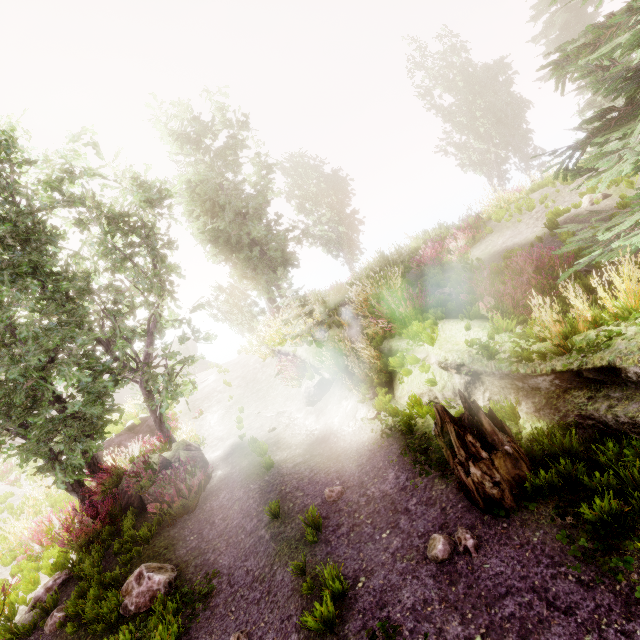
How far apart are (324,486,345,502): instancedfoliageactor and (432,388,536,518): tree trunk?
2.3 meters

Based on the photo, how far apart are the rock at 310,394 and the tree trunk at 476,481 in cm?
554

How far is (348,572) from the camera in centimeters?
451cm

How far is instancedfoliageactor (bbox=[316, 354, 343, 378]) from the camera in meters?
9.6

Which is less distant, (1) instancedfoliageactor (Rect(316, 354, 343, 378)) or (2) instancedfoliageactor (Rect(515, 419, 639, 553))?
(2) instancedfoliageactor (Rect(515, 419, 639, 553))

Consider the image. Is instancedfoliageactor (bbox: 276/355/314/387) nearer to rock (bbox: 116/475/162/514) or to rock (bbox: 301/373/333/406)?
rock (bbox: 116/475/162/514)

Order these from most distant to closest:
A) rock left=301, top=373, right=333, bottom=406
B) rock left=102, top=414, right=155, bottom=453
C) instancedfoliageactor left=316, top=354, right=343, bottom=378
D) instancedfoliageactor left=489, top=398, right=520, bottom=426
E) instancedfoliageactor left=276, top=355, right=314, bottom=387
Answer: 1. rock left=102, top=414, right=155, bottom=453
2. instancedfoliageactor left=276, top=355, right=314, bottom=387
3. rock left=301, top=373, right=333, bottom=406
4. instancedfoliageactor left=316, top=354, right=343, bottom=378
5. instancedfoliageactor left=489, top=398, right=520, bottom=426

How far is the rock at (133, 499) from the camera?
9.1m
